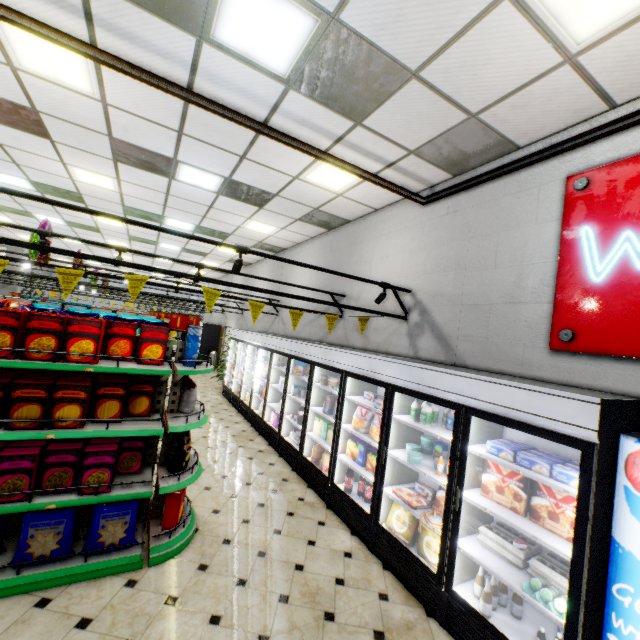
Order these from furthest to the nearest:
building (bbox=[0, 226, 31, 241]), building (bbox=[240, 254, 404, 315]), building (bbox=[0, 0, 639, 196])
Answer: building (bbox=[0, 226, 31, 241])
building (bbox=[240, 254, 404, 315])
building (bbox=[0, 0, 639, 196])

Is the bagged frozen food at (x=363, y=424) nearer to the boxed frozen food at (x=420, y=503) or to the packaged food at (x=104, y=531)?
the boxed frozen food at (x=420, y=503)

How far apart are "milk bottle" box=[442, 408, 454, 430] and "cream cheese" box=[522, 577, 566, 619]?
1.5 meters

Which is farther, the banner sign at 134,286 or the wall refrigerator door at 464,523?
the banner sign at 134,286

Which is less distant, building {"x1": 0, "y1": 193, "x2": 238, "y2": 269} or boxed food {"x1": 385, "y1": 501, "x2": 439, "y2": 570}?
boxed food {"x1": 385, "y1": 501, "x2": 439, "y2": 570}

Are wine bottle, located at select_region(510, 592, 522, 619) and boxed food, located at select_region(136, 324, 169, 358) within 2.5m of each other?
no

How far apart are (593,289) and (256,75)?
3.9 meters

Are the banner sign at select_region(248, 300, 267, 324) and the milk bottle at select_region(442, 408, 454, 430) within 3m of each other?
yes
